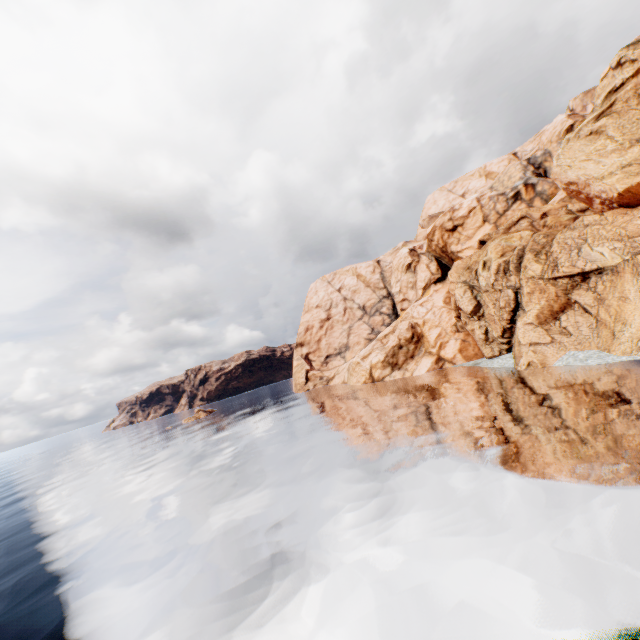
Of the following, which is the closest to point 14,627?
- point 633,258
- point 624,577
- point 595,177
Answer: point 624,577
